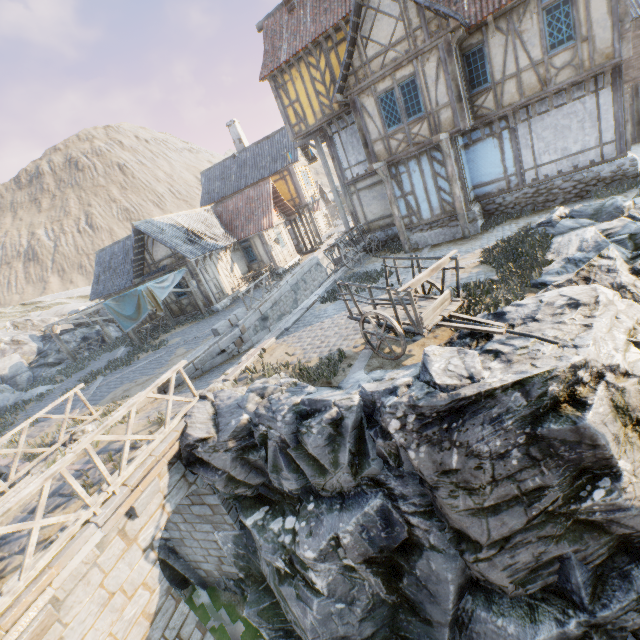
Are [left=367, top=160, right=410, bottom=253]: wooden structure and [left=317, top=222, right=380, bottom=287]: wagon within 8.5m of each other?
yes

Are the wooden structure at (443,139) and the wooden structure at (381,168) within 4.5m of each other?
yes

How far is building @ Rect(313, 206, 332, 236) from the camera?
38.1 meters

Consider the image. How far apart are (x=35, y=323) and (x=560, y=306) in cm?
3429

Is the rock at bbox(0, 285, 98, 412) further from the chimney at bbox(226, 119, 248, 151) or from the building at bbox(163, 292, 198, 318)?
the chimney at bbox(226, 119, 248, 151)

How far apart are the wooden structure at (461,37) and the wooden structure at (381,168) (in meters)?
4.12

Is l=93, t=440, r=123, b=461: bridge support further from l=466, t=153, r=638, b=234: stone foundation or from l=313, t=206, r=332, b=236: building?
l=313, t=206, r=332, b=236: building

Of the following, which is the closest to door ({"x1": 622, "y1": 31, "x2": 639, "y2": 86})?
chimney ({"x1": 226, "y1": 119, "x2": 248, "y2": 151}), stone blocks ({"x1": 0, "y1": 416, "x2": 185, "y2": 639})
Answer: chimney ({"x1": 226, "y1": 119, "x2": 248, "y2": 151})
